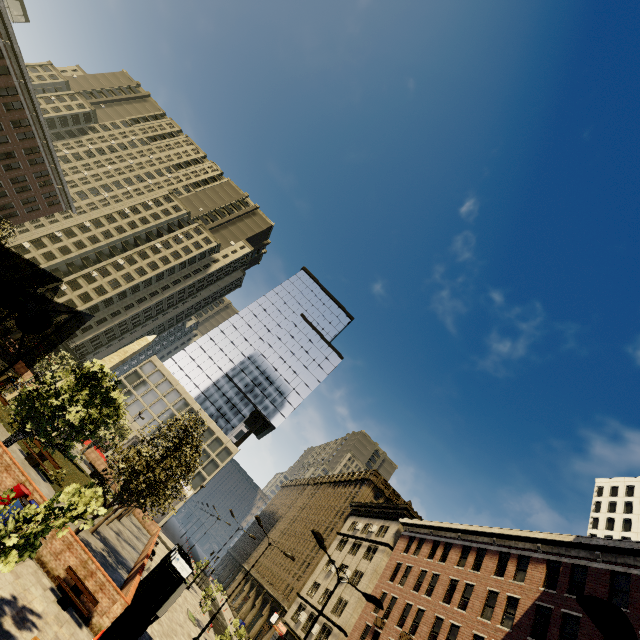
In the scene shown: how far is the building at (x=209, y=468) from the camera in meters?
57.1 m

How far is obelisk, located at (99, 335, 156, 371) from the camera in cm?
3067

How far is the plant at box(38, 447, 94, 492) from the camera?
20.7m

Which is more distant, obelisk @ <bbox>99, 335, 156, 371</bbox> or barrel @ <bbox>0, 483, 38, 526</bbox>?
obelisk @ <bbox>99, 335, 156, 371</bbox>

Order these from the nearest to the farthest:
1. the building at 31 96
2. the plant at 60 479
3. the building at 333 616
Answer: the building at 333 616, the plant at 60 479, the building at 31 96

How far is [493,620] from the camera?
21.89m

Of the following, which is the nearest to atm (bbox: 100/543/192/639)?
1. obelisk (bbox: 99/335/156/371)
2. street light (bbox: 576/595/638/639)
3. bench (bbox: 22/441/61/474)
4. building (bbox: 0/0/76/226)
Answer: bench (bbox: 22/441/61/474)

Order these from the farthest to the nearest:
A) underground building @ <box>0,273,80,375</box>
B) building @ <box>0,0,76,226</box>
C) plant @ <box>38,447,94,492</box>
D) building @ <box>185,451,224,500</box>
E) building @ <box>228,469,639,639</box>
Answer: building @ <box>185,451,224,500</box>, building @ <box>0,0,76,226</box>, plant @ <box>38,447,94,492</box>, building @ <box>228,469,639,639</box>, underground building @ <box>0,273,80,375</box>
